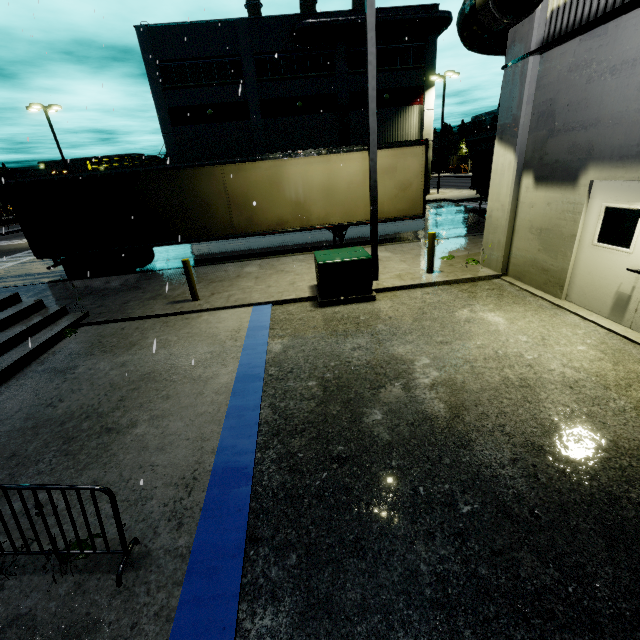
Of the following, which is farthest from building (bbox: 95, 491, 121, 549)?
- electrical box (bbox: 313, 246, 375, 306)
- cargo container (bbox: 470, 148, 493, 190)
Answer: electrical box (bbox: 313, 246, 375, 306)

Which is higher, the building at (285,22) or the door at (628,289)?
the building at (285,22)

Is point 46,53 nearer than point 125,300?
No

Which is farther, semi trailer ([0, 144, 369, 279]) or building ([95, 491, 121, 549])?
semi trailer ([0, 144, 369, 279])

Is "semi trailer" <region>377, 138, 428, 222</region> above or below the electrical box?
above

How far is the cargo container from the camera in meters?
18.0

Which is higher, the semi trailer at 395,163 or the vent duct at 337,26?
the vent duct at 337,26

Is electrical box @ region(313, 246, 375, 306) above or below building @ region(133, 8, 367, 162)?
below
